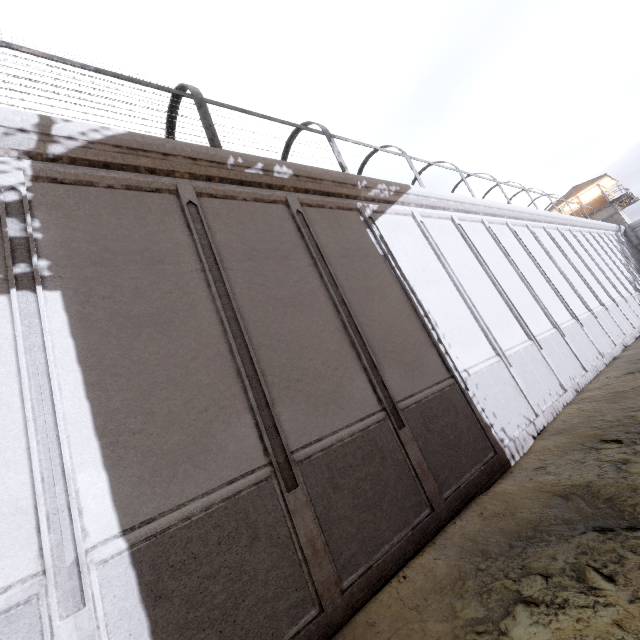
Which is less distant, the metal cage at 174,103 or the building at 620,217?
the metal cage at 174,103

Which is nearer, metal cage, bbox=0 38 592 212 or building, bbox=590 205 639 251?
metal cage, bbox=0 38 592 212

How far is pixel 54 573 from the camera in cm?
311
